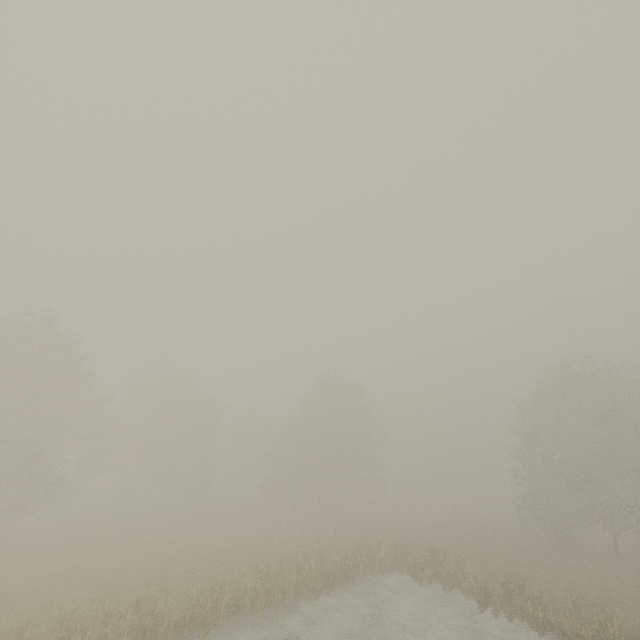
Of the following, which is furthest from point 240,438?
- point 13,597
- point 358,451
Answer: point 13,597
